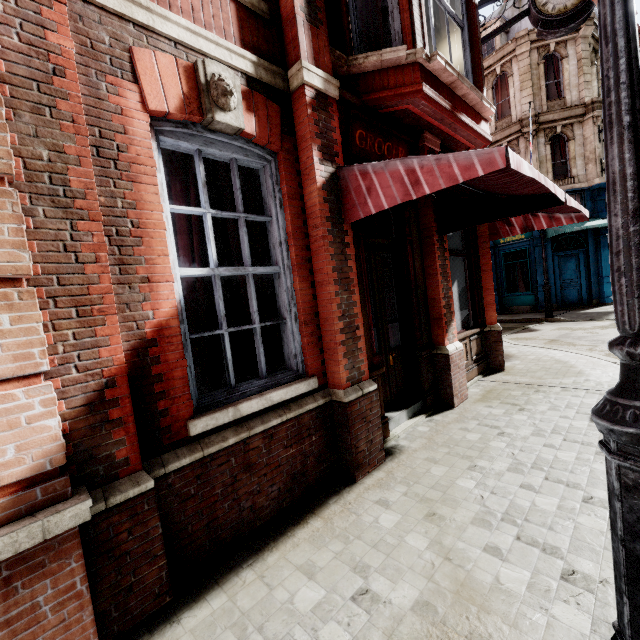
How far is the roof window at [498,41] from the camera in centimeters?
1768cm

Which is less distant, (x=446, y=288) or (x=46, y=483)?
(x=46, y=483)

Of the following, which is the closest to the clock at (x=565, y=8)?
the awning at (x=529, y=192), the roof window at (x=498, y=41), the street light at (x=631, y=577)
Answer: the awning at (x=529, y=192)

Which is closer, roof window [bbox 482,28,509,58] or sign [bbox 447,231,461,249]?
sign [bbox 447,231,461,249]

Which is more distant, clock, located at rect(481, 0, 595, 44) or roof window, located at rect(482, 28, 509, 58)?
roof window, located at rect(482, 28, 509, 58)

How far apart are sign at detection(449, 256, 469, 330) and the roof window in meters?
18.4

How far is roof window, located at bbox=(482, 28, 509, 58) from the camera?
17.7 meters

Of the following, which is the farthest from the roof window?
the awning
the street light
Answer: the street light
